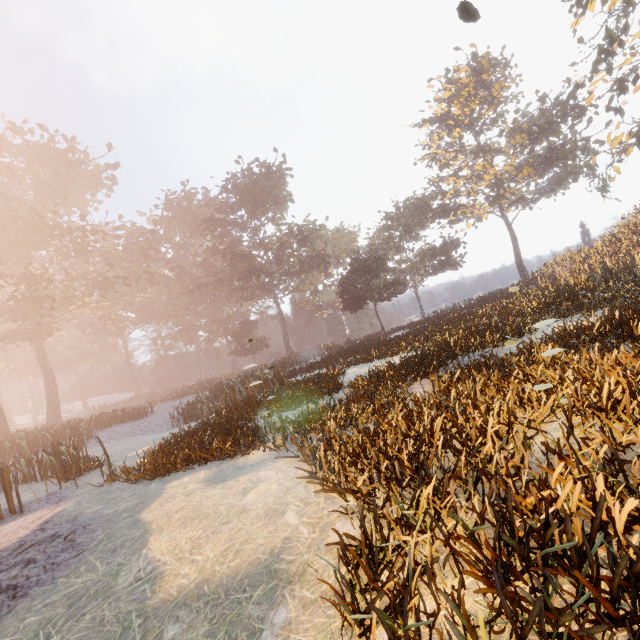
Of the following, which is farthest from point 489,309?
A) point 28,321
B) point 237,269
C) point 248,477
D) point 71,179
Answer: point 71,179
